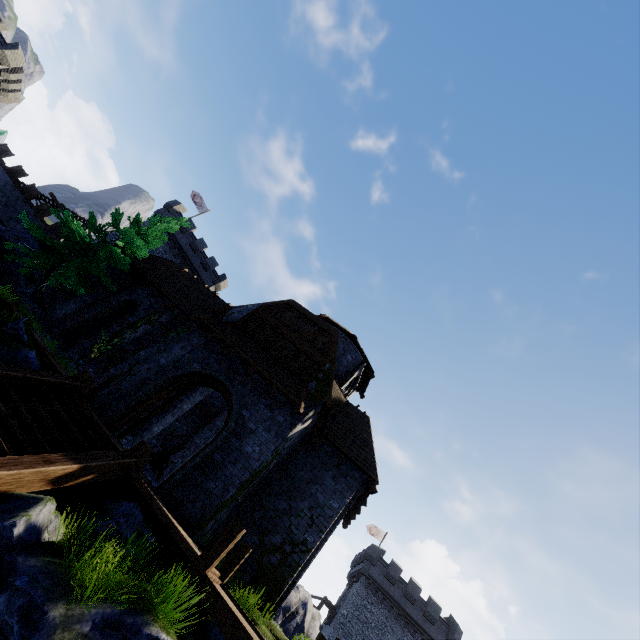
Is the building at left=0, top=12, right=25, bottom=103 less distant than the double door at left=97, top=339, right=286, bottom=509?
No

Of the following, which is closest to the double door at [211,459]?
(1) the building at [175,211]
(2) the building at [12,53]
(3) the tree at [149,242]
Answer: (3) the tree at [149,242]

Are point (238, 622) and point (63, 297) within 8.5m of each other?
no

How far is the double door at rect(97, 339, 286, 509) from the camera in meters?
10.1

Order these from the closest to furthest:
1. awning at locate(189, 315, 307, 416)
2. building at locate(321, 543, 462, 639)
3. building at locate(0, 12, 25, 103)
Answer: awning at locate(189, 315, 307, 416) → building at locate(0, 12, 25, 103) → building at locate(321, 543, 462, 639)

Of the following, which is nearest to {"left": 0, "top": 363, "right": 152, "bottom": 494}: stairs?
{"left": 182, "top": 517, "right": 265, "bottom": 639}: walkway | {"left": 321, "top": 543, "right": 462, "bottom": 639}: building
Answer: {"left": 182, "top": 517, "right": 265, "bottom": 639}: walkway

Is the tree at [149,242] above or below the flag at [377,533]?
below

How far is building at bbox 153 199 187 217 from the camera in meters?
37.4
